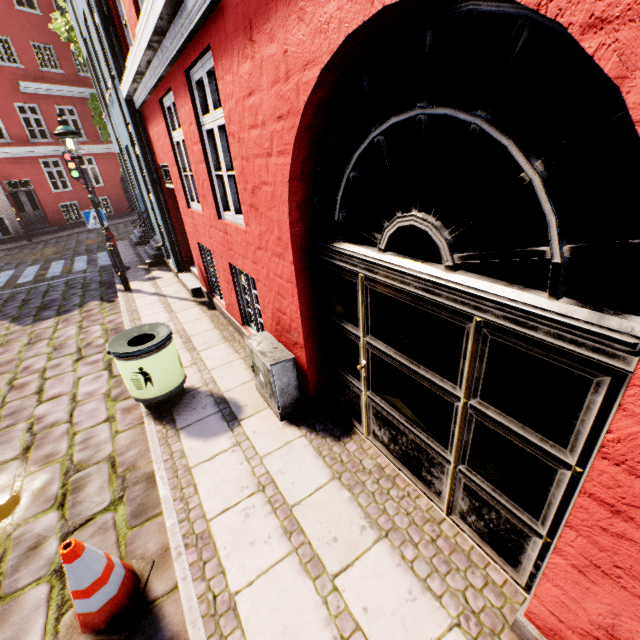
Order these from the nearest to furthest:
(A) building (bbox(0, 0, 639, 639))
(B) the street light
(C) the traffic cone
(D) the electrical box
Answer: (A) building (bbox(0, 0, 639, 639))
(C) the traffic cone
(D) the electrical box
(B) the street light

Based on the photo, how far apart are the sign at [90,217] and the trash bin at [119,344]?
7.0m

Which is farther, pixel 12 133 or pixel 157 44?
pixel 12 133

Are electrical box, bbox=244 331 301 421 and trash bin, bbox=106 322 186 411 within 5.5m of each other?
yes

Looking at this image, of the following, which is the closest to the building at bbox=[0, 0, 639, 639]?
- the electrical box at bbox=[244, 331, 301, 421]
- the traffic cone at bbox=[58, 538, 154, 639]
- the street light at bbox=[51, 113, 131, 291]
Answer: the electrical box at bbox=[244, 331, 301, 421]

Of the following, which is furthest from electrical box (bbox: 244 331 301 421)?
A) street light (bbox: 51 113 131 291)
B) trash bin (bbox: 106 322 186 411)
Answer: street light (bbox: 51 113 131 291)

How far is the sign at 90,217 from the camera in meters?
Answer: 9.0
